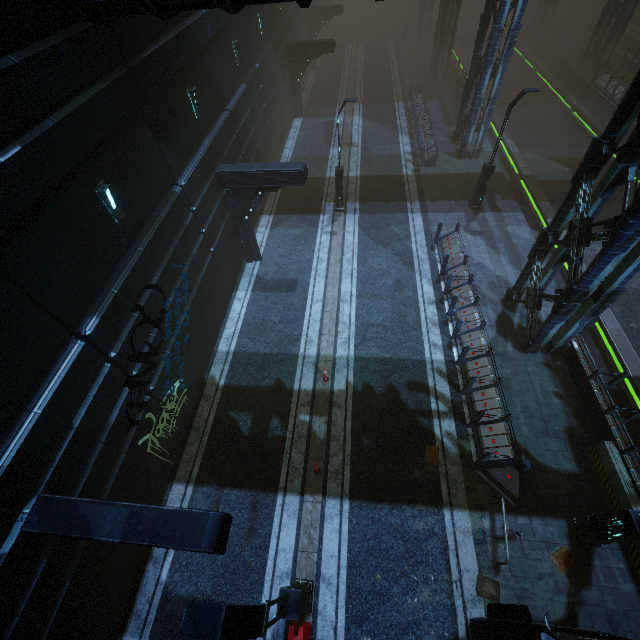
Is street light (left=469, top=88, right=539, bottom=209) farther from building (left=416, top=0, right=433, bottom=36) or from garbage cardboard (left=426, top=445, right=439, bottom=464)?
garbage cardboard (left=426, top=445, right=439, bottom=464)

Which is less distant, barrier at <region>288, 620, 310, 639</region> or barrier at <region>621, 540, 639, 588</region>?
barrier at <region>288, 620, 310, 639</region>

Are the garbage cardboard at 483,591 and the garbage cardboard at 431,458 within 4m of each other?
yes

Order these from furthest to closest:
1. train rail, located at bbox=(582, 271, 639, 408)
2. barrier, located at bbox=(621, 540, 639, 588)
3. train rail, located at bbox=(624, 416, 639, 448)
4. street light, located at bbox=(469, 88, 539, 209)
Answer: street light, located at bbox=(469, 88, 539, 209) < train rail, located at bbox=(582, 271, 639, 408) < train rail, located at bbox=(624, 416, 639, 448) < barrier, located at bbox=(621, 540, 639, 588)

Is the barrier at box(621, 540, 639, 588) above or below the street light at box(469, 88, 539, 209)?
below

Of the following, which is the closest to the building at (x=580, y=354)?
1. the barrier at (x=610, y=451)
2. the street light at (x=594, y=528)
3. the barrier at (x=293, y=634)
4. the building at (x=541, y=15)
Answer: the barrier at (x=610, y=451)

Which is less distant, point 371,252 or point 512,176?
point 371,252

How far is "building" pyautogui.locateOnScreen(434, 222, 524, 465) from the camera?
9.9 meters
